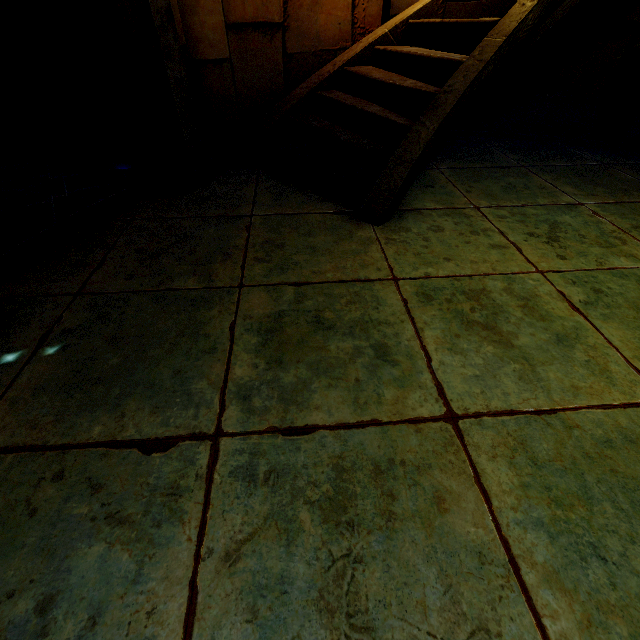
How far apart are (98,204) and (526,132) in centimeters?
611cm
